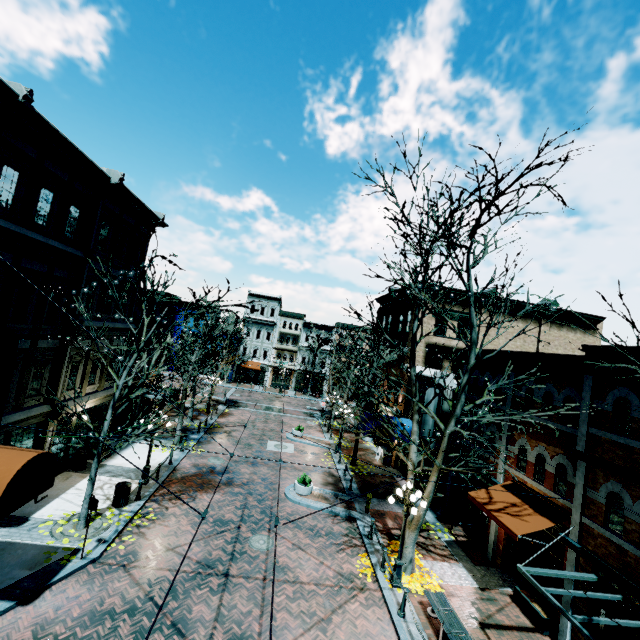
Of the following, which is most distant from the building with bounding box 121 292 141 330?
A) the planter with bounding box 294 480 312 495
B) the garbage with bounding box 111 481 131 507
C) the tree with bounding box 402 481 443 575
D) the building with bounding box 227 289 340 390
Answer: the building with bounding box 227 289 340 390

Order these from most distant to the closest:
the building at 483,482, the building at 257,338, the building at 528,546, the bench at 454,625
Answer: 1. the building at 257,338
2. the building at 483,482
3. the building at 528,546
4. the bench at 454,625

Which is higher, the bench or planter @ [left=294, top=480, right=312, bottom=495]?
the bench

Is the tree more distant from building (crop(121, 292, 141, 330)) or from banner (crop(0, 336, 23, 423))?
banner (crop(0, 336, 23, 423))

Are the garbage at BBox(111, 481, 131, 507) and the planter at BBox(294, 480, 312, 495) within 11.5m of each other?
yes

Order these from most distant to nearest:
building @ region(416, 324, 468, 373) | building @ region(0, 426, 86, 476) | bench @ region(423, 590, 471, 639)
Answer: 1. building @ region(416, 324, 468, 373)
2. building @ region(0, 426, 86, 476)
3. bench @ region(423, 590, 471, 639)

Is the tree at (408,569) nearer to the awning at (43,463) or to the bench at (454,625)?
the bench at (454,625)

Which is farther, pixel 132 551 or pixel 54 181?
pixel 54 181
